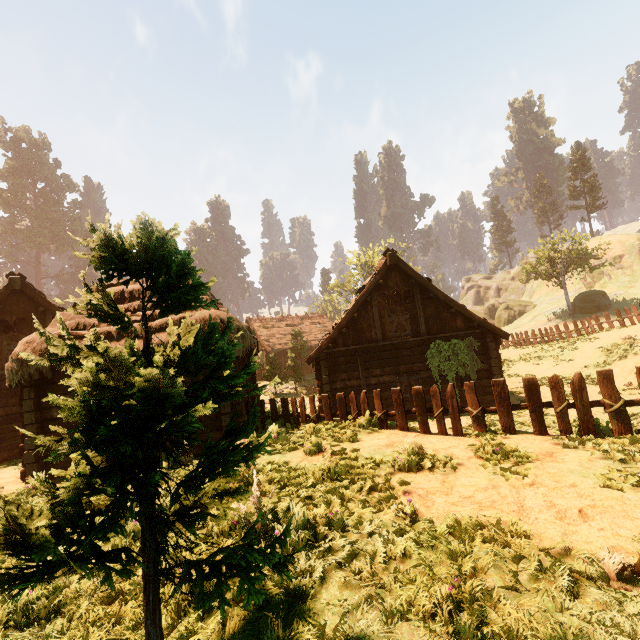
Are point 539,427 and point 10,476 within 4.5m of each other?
no

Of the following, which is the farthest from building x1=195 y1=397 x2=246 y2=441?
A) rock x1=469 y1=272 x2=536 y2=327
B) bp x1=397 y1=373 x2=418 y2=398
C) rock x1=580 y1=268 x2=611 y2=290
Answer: rock x1=580 y1=268 x2=611 y2=290

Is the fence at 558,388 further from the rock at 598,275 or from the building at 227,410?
the rock at 598,275

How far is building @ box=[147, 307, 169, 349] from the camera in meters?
9.8

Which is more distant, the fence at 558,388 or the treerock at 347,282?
the treerock at 347,282

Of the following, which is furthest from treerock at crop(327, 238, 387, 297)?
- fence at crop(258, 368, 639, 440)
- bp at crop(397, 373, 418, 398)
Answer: bp at crop(397, 373, 418, 398)

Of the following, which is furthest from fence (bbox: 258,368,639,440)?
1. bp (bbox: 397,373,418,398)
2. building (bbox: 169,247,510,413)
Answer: bp (bbox: 397,373,418,398)
